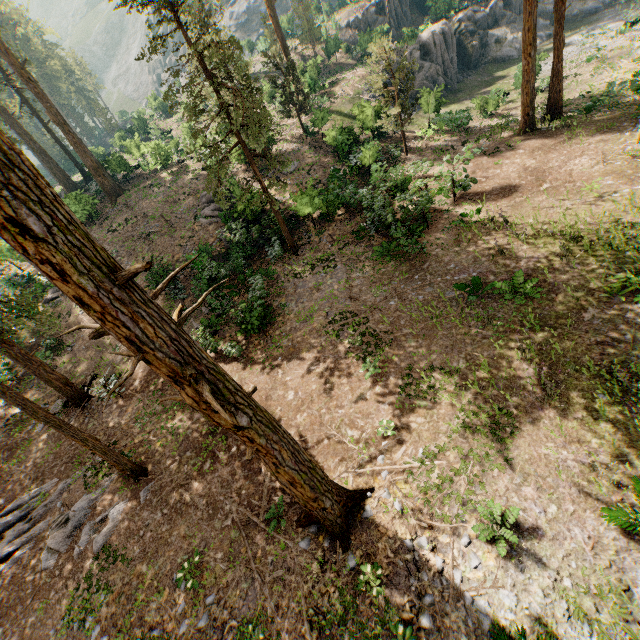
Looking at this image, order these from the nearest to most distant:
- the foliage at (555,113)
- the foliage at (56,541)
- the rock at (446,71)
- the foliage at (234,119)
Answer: the foliage at (56,541) < the foliage at (234,119) < the foliage at (555,113) < the rock at (446,71)

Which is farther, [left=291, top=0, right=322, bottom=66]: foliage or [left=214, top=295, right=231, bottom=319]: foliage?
[left=291, top=0, right=322, bottom=66]: foliage

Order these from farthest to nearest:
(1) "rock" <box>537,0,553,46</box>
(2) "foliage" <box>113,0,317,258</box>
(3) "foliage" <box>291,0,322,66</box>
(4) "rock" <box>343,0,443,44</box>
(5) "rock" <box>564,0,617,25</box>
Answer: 1. (5) "rock" <box>564,0,617,25</box>
2. (1) "rock" <box>537,0,553,46</box>
3. (3) "foliage" <box>291,0,322,66</box>
4. (4) "rock" <box>343,0,443,44</box>
5. (2) "foliage" <box>113,0,317,258</box>

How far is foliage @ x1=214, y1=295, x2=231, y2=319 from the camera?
16.6m

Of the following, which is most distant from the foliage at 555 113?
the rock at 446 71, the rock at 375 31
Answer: the rock at 375 31

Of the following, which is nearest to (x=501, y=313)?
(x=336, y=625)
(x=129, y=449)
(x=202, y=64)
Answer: (x=336, y=625)

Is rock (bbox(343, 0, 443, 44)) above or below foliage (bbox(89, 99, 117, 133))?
below
